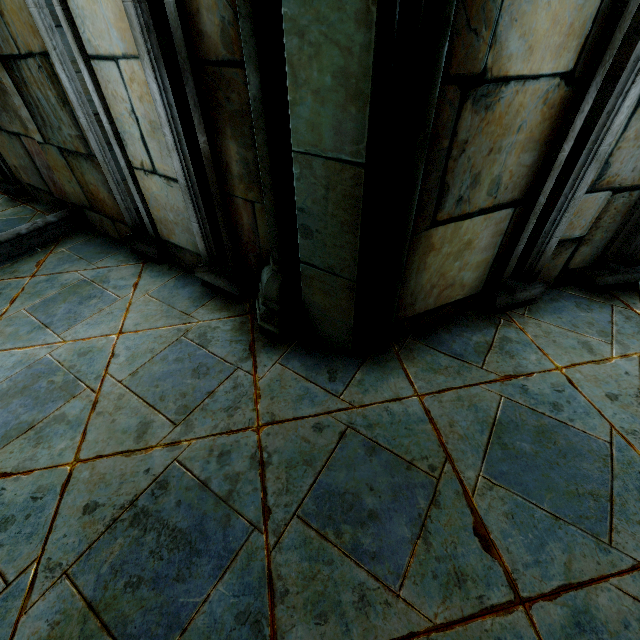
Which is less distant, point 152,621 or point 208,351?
point 152,621
